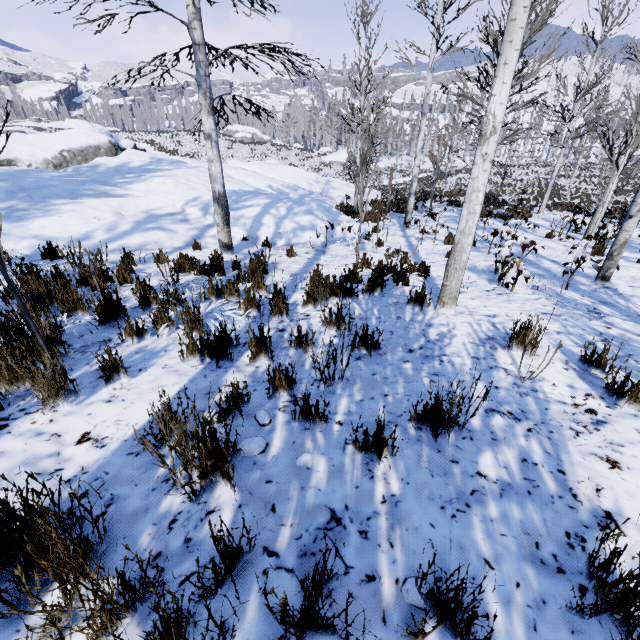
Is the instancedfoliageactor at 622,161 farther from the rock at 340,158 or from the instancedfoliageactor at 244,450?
the rock at 340,158

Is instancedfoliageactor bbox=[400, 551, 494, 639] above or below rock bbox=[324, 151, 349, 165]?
above

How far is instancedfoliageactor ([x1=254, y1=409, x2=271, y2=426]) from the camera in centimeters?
223cm

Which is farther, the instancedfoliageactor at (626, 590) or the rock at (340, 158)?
the rock at (340, 158)

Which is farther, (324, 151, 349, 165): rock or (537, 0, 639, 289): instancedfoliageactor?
(324, 151, 349, 165): rock

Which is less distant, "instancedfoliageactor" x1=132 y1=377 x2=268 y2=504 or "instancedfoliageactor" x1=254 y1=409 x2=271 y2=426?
"instancedfoliageactor" x1=132 y1=377 x2=268 y2=504

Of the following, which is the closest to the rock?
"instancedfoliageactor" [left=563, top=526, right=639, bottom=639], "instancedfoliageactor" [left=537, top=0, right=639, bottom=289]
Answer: "instancedfoliageactor" [left=537, top=0, right=639, bottom=289]

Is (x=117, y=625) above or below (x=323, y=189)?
above
